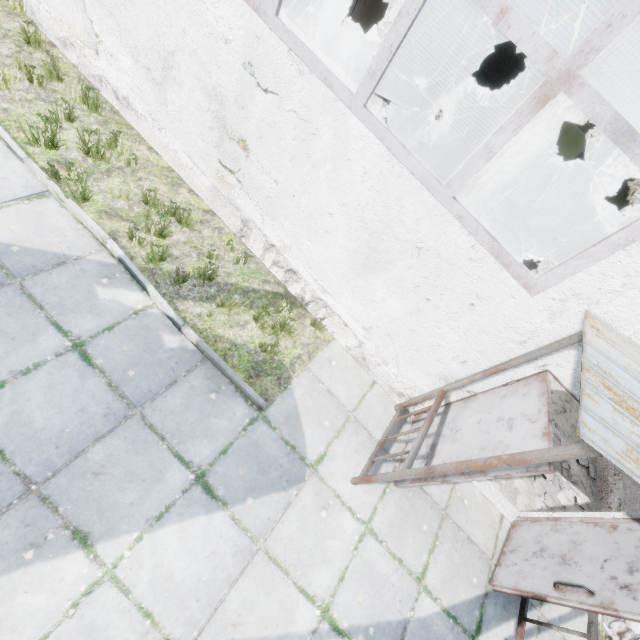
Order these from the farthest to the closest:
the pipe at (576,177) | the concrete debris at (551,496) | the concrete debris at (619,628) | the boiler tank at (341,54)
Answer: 1. the pipe at (576,177)
2. the boiler tank at (341,54)
3. the concrete debris at (551,496)
4. the concrete debris at (619,628)

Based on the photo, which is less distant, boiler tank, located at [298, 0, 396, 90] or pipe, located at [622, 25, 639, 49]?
pipe, located at [622, 25, 639, 49]

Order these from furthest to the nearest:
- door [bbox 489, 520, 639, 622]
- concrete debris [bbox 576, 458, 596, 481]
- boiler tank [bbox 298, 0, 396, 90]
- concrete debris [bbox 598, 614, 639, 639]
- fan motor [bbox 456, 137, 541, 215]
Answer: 1. fan motor [bbox 456, 137, 541, 215]
2. boiler tank [bbox 298, 0, 396, 90]
3. concrete debris [bbox 576, 458, 596, 481]
4. concrete debris [bbox 598, 614, 639, 639]
5. door [bbox 489, 520, 639, 622]

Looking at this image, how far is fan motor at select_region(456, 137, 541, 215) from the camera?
8.4 meters

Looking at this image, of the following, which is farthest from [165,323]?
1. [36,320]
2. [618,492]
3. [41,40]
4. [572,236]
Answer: [572,236]

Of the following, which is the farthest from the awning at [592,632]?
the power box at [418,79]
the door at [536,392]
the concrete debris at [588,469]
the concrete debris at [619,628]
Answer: the power box at [418,79]

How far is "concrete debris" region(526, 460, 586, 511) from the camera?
5.69m

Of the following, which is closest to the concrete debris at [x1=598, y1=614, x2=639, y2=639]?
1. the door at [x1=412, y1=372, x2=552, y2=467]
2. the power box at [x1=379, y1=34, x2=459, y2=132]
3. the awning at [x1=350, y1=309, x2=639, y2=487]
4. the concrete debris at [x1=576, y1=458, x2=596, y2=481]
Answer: the concrete debris at [x1=576, y1=458, x2=596, y2=481]
